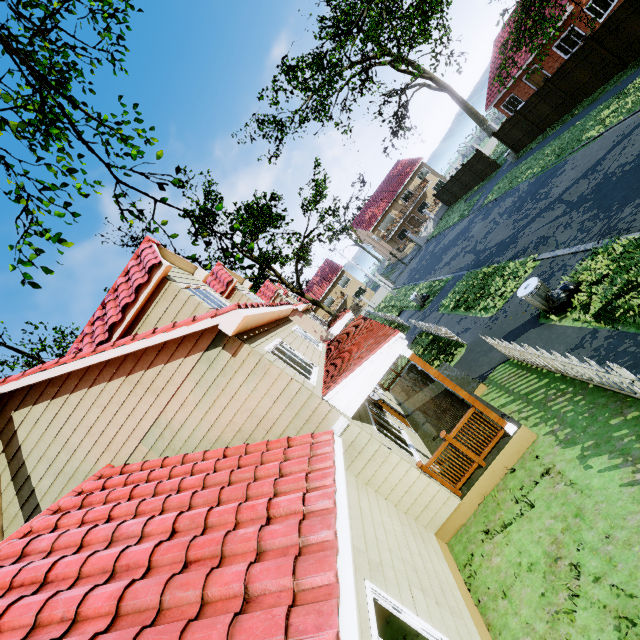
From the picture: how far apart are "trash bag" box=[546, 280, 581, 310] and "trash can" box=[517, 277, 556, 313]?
0.02m

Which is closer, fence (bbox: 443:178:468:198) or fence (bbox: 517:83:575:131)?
fence (bbox: 517:83:575:131)

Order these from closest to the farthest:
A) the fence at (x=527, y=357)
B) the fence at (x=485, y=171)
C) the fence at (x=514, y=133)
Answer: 1. the fence at (x=527, y=357)
2. the fence at (x=514, y=133)
3. the fence at (x=485, y=171)

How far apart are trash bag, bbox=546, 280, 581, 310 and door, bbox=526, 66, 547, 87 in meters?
26.7

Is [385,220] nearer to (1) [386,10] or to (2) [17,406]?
(1) [386,10]

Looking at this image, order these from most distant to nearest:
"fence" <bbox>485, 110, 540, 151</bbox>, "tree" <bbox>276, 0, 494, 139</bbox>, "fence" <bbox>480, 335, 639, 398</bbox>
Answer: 1. "fence" <bbox>485, 110, 540, 151</bbox>
2. "tree" <bbox>276, 0, 494, 139</bbox>
3. "fence" <bbox>480, 335, 639, 398</bbox>

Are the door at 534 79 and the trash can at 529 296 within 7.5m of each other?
no

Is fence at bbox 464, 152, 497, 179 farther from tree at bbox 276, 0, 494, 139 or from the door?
the door
